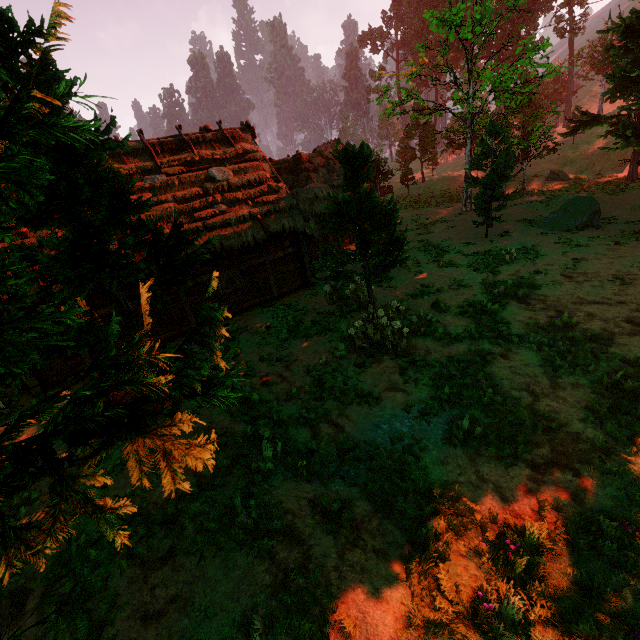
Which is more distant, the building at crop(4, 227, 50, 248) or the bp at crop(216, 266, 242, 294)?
the bp at crop(216, 266, 242, 294)

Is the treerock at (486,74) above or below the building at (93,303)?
above

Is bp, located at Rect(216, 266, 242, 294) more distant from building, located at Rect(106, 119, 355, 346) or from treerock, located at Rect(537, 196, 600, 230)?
treerock, located at Rect(537, 196, 600, 230)

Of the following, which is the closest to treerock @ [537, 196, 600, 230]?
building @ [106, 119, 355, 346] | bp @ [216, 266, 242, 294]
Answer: building @ [106, 119, 355, 346]

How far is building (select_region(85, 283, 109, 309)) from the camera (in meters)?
11.39

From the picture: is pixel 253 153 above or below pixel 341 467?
above

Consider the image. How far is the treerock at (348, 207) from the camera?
9.8 meters

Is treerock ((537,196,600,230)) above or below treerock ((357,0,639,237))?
below
